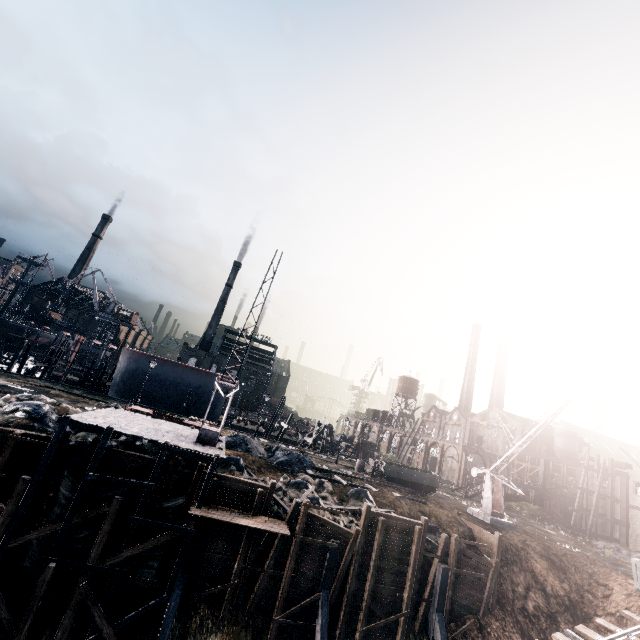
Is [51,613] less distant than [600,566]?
Yes

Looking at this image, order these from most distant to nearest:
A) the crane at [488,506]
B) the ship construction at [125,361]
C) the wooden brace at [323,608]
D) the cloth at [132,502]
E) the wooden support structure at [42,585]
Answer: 1. the ship construction at [125,361]
2. the crane at [488,506]
3. the wooden brace at [323,608]
4. the cloth at [132,502]
5. the wooden support structure at [42,585]

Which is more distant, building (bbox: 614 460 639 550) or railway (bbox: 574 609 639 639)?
building (bbox: 614 460 639 550)

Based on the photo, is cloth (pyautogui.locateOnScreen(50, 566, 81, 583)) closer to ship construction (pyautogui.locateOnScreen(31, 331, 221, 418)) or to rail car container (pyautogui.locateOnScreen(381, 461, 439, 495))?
rail car container (pyautogui.locateOnScreen(381, 461, 439, 495))

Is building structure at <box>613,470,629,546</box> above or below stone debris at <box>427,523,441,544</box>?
above

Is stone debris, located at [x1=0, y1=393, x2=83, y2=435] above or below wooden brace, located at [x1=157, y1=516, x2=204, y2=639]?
above

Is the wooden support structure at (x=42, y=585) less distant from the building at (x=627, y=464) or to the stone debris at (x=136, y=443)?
the stone debris at (x=136, y=443)

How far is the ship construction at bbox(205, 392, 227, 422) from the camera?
46.3 meters
